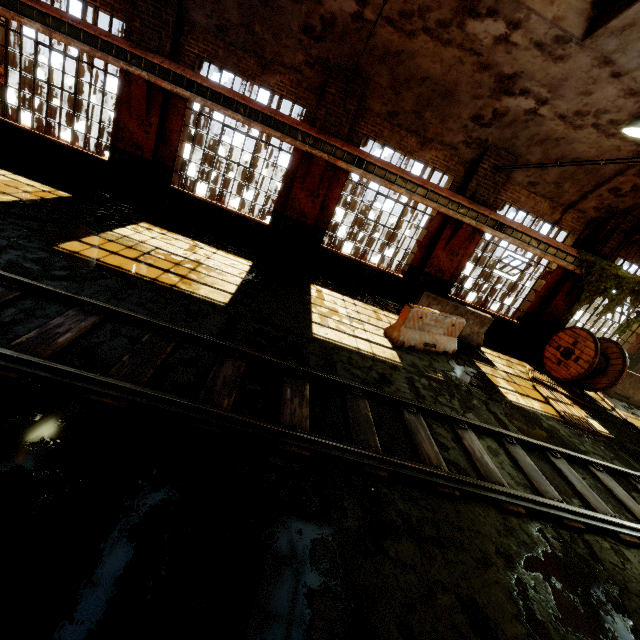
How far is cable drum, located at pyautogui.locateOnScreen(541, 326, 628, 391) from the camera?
10.05m

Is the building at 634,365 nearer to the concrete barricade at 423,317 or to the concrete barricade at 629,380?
the concrete barricade at 629,380

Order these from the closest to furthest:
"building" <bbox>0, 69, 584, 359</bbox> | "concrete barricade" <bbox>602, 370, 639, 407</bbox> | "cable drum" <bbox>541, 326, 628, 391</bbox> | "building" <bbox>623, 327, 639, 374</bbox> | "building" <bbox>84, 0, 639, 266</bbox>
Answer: "building" <bbox>84, 0, 639, 266</bbox> < "building" <bbox>0, 69, 584, 359</bbox> < "cable drum" <bbox>541, 326, 628, 391</bbox> < "concrete barricade" <bbox>602, 370, 639, 407</bbox> < "building" <bbox>623, 327, 639, 374</bbox>

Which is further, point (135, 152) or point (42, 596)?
point (135, 152)

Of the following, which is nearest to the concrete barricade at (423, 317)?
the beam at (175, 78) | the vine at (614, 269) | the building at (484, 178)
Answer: the building at (484, 178)

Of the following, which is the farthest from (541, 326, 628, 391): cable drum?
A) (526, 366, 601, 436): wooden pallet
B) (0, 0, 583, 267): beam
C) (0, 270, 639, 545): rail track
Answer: (0, 270, 639, 545): rail track

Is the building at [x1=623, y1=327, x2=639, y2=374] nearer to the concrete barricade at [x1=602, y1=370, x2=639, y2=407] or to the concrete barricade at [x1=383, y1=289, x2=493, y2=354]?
the concrete barricade at [x1=602, y1=370, x2=639, y2=407]

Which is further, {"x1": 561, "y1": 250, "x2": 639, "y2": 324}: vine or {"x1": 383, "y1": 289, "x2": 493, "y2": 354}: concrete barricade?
{"x1": 561, "y1": 250, "x2": 639, "y2": 324}: vine
